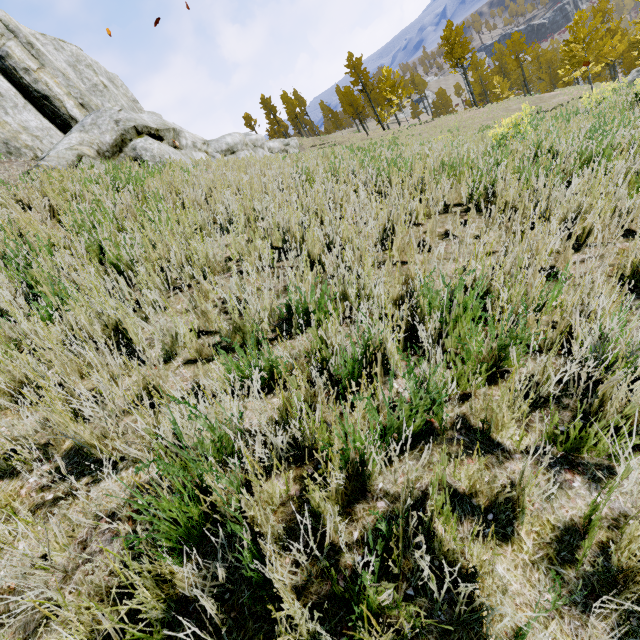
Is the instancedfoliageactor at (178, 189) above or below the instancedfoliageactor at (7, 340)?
above

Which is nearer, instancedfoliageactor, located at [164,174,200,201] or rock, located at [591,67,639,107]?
instancedfoliageactor, located at [164,174,200,201]

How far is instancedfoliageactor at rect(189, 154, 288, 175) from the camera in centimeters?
596cm

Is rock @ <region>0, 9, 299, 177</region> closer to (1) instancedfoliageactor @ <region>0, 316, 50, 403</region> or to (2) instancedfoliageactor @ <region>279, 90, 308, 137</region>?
(1) instancedfoliageactor @ <region>0, 316, 50, 403</region>

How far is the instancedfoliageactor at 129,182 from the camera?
4.7m

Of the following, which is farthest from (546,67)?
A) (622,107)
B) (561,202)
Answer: (561,202)

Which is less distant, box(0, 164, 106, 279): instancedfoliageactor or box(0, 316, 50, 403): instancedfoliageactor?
box(0, 316, 50, 403): instancedfoliageactor

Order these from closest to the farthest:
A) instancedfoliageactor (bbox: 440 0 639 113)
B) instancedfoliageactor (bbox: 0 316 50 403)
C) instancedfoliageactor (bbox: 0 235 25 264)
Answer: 1. instancedfoliageactor (bbox: 0 316 50 403)
2. instancedfoliageactor (bbox: 0 235 25 264)
3. instancedfoliageactor (bbox: 440 0 639 113)
